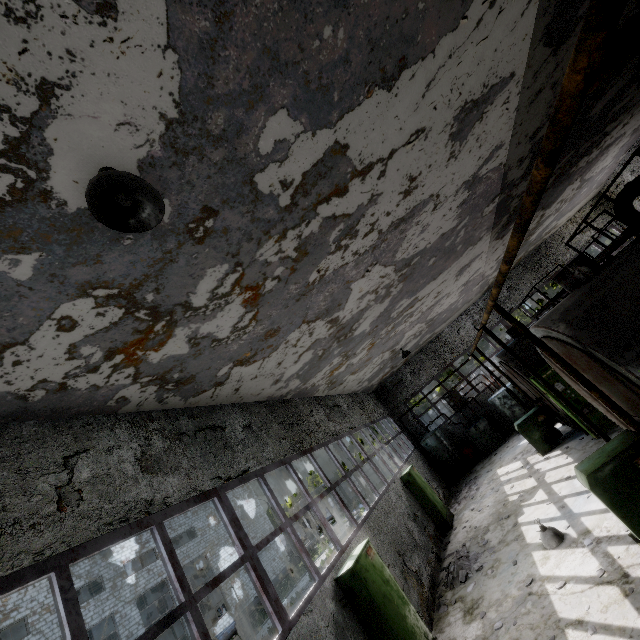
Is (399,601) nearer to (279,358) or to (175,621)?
(175,621)

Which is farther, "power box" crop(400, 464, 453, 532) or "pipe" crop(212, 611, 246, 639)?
"pipe" crop(212, 611, 246, 639)

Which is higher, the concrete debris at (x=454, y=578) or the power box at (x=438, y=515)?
the power box at (x=438, y=515)

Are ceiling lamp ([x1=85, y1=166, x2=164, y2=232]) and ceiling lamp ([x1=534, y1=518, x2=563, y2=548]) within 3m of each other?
no

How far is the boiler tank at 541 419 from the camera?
11.6m

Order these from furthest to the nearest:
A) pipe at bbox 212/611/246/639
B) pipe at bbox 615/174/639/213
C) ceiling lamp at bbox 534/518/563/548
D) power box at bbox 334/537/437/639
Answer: pipe at bbox 212/611/246/639
pipe at bbox 615/174/639/213
ceiling lamp at bbox 534/518/563/548
power box at bbox 334/537/437/639

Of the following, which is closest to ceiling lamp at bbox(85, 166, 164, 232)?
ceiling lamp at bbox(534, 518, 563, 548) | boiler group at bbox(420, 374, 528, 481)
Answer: ceiling lamp at bbox(534, 518, 563, 548)

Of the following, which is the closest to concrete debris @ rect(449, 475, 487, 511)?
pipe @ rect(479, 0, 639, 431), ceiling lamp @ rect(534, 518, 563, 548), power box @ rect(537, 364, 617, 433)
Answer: power box @ rect(537, 364, 617, 433)
